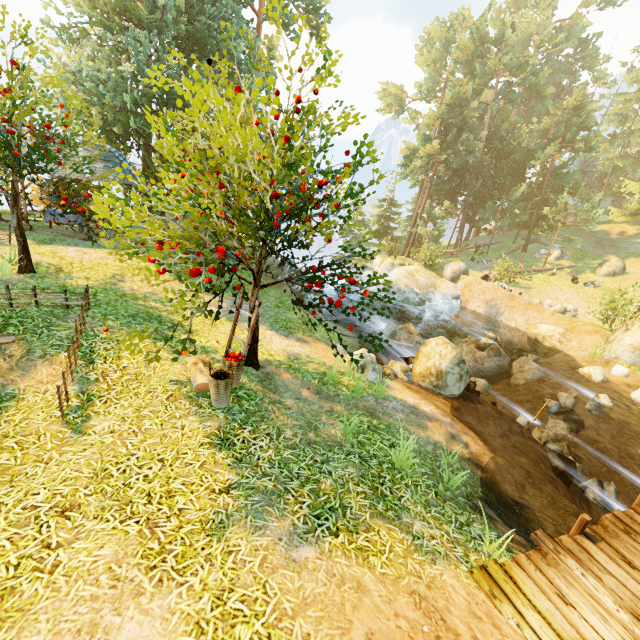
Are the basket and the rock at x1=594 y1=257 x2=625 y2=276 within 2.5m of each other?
no

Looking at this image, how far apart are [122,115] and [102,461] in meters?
20.1

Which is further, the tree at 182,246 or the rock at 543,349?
the rock at 543,349

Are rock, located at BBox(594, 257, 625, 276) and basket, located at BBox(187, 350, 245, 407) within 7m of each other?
no

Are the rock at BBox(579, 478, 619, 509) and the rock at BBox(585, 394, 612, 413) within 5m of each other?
yes

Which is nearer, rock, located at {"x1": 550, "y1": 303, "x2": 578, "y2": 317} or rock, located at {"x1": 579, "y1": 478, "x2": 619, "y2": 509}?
rock, located at {"x1": 579, "y1": 478, "x2": 619, "y2": 509}

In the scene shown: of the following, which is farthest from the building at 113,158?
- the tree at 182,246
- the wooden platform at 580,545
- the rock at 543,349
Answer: the rock at 543,349

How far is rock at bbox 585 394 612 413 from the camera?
12.3 meters
